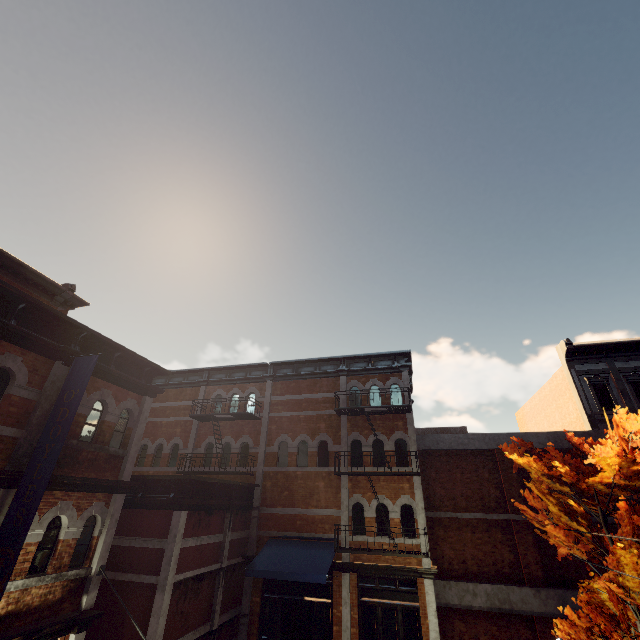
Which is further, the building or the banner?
the building

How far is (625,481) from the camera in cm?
736

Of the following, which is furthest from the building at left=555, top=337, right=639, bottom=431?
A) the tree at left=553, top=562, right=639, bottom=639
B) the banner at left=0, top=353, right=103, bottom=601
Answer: the banner at left=0, top=353, right=103, bottom=601

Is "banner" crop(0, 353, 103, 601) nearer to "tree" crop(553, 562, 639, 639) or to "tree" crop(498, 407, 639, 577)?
"tree" crop(553, 562, 639, 639)

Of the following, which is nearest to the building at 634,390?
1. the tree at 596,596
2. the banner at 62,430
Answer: the tree at 596,596

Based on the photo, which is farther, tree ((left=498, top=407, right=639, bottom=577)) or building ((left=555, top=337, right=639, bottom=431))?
building ((left=555, top=337, right=639, bottom=431))

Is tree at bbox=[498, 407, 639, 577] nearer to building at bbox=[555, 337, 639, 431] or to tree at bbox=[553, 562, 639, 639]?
tree at bbox=[553, 562, 639, 639]

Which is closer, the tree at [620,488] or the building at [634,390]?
the tree at [620,488]
